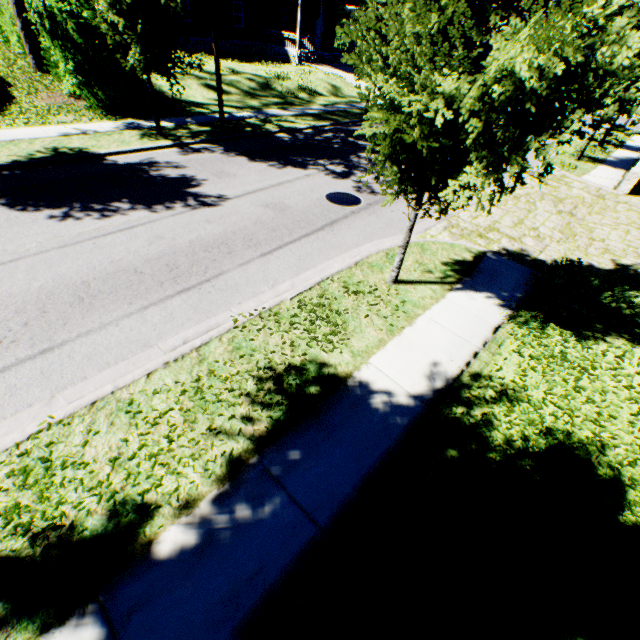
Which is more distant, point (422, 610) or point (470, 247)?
point (470, 247)

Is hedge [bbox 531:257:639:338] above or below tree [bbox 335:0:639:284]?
below

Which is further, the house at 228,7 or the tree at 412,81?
the house at 228,7

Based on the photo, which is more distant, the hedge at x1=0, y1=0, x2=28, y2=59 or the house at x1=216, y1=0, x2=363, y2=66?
the house at x1=216, y1=0, x2=363, y2=66

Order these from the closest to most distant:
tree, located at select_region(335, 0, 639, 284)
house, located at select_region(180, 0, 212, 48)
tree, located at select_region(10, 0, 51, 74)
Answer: tree, located at select_region(335, 0, 639, 284) → tree, located at select_region(10, 0, 51, 74) → house, located at select_region(180, 0, 212, 48)

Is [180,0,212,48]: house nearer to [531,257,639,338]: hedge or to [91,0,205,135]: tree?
[91,0,205,135]: tree

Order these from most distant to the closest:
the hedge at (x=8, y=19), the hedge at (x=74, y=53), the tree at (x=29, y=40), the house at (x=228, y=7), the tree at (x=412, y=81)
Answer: the house at (x=228, y=7) < the hedge at (x=8, y=19) < the tree at (x=29, y=40) < the hedge at (x=74, y=53) < the tree at (x=412, y=81)

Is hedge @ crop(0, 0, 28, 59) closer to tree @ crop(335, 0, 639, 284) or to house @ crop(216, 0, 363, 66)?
tree @ crop(335, 0, 639, 284)
